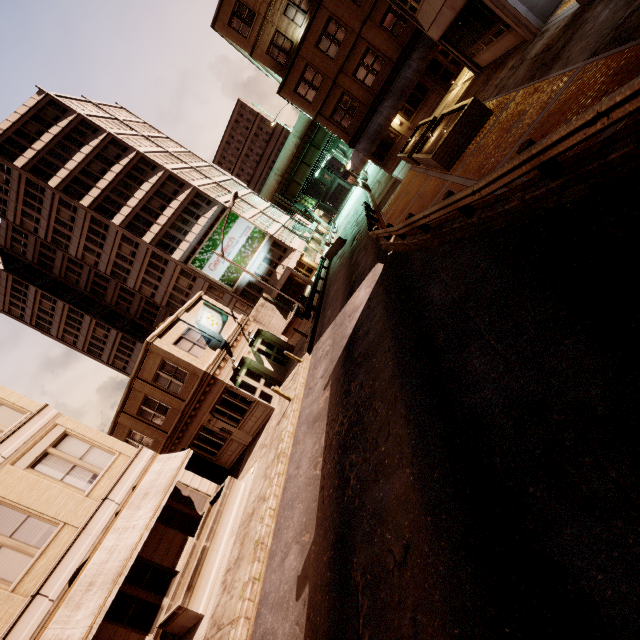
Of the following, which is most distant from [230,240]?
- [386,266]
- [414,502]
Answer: [414,502]

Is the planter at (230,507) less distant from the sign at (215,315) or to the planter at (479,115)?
the sign at (215,315)

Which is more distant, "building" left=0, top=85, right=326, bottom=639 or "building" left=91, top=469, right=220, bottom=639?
"building" left=0, top=85, right=326, bottom=639

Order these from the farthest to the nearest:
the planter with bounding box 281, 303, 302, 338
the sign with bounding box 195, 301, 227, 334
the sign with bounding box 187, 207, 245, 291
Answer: the sign with bounding box 187, 207, 245, 291
the planter with bounding box 281, 303, 302, 338
the sign with bounding box 195, 301, 227, 334

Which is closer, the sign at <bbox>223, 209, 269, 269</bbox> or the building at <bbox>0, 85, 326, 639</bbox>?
the building at <bbox>0, 85, 326, 639</bbox>

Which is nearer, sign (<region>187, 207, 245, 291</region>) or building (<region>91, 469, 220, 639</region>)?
building (<region>91, 469, 220, 639</region>)

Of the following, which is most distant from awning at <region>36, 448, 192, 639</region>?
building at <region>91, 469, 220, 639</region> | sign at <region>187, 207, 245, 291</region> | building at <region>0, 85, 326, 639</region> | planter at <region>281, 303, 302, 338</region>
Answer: sign at <region>187, 207, 245, 291</region>

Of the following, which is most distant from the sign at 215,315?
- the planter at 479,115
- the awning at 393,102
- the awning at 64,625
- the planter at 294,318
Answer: the awning at 393,102
